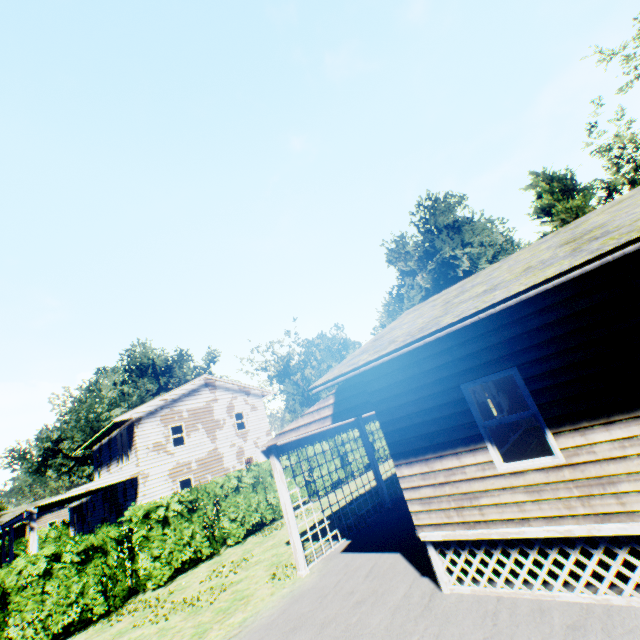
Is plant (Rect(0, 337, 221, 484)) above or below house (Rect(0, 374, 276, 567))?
above

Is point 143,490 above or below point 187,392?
below

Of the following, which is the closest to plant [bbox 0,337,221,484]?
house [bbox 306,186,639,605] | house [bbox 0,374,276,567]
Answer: house [bbox 0,374,276,567]

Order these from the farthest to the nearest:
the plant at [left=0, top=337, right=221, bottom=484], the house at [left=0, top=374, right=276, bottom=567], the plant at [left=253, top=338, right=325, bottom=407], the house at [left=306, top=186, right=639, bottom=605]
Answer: the plant at [left=253, top=338, right=325, bottom=407] < the plant at [left=0, top=337, right=221, bottom=484] < the house at [left=0, top=374, right=276, bottom=567] < the house at [left=306, top=186, right=639, bottom=605]

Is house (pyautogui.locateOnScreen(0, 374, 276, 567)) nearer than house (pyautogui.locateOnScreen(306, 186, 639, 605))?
No

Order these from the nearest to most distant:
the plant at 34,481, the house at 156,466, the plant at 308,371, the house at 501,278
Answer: the house at 501,278
the house at 156,466
the plant at 34,481
the plant at 308,371

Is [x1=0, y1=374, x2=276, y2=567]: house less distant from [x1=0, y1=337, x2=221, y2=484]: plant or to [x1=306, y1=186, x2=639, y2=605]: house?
[x1=0, y1=337, x2=221, y2=484]: plant

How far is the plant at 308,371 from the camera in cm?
5119
